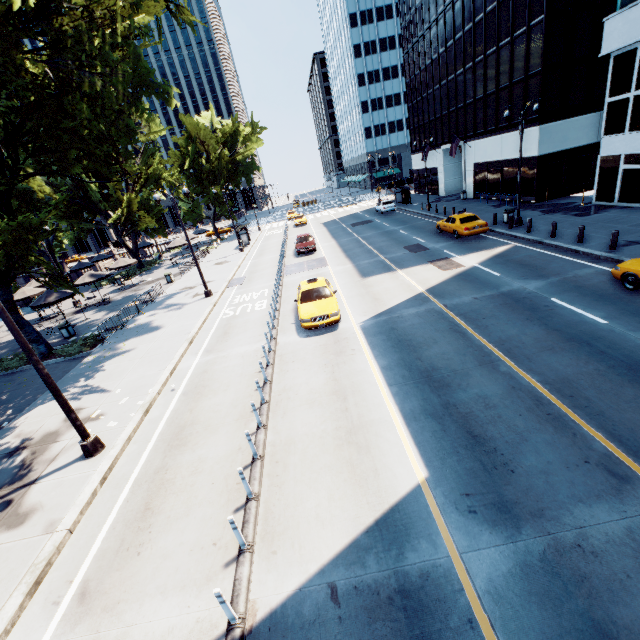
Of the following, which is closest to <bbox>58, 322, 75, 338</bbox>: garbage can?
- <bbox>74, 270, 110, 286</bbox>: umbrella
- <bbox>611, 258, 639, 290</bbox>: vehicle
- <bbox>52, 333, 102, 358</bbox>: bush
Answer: <bbox>52, 333, 102, 358</bbox>: bush

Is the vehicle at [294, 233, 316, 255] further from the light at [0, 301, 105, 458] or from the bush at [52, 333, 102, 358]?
the bush at [52, 333, 102, 358]

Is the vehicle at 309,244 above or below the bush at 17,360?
above

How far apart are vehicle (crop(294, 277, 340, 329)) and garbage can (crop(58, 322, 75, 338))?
15.7m

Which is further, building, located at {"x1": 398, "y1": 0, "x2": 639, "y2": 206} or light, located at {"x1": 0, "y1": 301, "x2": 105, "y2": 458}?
building, located at {"x1": 398, "y1": 0, "x2": 639, "y2": 206}

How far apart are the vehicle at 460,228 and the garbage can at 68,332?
27.3 meters

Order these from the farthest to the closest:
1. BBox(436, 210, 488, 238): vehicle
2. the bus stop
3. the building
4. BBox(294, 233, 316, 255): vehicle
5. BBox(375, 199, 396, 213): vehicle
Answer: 1. the bus stop
2. BBox(375, 199, 396, 213): vehicle
3. BBox(294, 233, 316, 255): vehicle
4. BBox(436, 210, 488, 238): vehicle
5. the building

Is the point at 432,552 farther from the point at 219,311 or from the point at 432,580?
the point at 219,311
